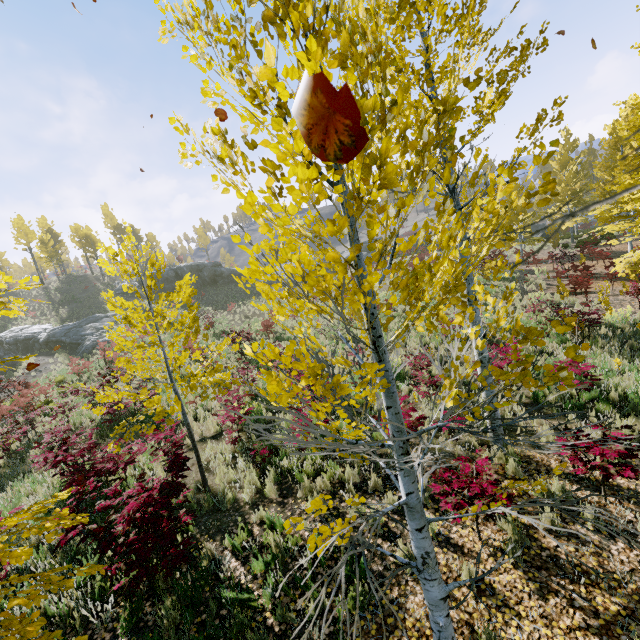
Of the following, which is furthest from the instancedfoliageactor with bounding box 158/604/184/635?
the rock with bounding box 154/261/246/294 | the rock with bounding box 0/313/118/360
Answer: the rock with bounding box 154/261/246/294

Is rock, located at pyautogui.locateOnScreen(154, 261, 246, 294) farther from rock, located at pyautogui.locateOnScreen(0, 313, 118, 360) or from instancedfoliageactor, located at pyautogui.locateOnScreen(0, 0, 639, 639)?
instancedfoliageactor, located at pyautogui.locateOnScreen(0, 0, 639, 639)

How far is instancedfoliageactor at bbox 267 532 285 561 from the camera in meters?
4.7 m

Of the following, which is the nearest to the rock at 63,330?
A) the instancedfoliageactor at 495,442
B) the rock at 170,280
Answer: the rock at 170,280

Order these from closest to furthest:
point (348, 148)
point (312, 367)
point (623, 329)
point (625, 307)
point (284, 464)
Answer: point (348, 148), point (312, 367), point (284, 464), point (623, 329), point (625, 307)

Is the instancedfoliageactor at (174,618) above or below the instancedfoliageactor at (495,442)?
below
